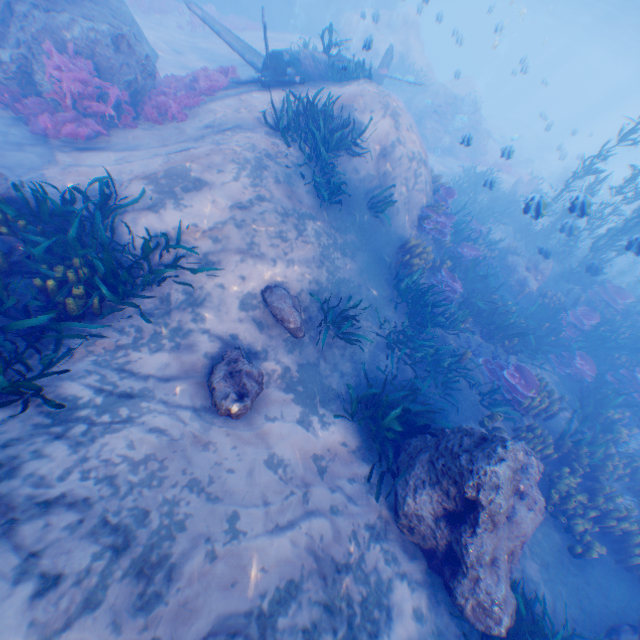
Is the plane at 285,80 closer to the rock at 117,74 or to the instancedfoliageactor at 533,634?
the rock at 117,74

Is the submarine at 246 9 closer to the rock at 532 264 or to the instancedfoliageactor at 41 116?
the rock at 532 264

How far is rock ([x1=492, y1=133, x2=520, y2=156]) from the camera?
11.7 meters

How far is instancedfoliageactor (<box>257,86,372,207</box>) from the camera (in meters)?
8.59

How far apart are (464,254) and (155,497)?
12.2m

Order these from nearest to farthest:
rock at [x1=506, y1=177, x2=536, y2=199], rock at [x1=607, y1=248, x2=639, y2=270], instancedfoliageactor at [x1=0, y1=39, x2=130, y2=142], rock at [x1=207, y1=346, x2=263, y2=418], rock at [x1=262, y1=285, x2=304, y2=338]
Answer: rock at [x1=207, y1=346, x2=263, y2=418] → rock at [x1=262, y1=285, x2=304, y2=338] → instancedfoliageactor at [x1=0, y1=39, x2=130, y2=142] → rock at [x1=607, y1=248, x2=639, y2=270] → rock at [x1=506, y1=177, x2=536, y2=199]

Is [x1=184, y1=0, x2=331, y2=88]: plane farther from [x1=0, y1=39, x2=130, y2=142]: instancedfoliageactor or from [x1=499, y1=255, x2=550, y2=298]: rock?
[x1=0, y1=39, x2=130, y2=142]: instancedfoliageactor

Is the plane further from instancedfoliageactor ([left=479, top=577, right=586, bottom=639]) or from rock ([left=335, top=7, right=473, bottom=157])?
instancedfoliageactor ([left=479, top=577, right=586, bottom=639])
